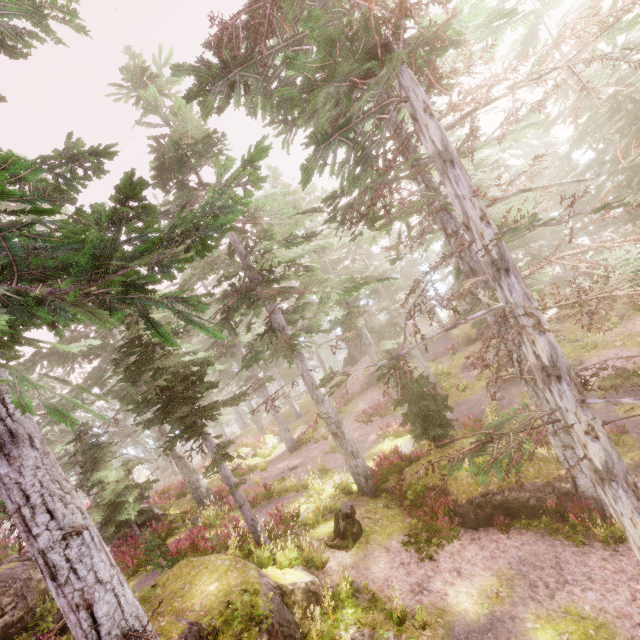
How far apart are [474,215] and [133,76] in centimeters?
1539cm

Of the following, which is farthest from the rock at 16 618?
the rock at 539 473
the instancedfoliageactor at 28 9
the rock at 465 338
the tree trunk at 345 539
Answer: the rock at 465 338

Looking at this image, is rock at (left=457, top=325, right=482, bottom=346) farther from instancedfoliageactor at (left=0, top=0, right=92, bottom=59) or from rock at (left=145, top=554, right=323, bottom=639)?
rock at (left=145, top=554, right=323, bottom=639)

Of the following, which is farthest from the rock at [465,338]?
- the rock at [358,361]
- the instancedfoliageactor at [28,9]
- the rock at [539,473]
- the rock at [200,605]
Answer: the rock at [200,605]

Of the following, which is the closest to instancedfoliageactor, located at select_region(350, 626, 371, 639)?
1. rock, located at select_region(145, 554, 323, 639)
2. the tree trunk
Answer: rock, located at select_region(145, 554, 323, 639)

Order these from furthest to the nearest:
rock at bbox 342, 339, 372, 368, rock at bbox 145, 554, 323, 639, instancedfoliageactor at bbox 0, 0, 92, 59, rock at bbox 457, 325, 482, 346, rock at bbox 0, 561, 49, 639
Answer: rock at bbox 342, 339, 372, 368, rock at bbox 457, 325, 482, 346, rock at bbox 0, 561, 49, 639, rock at bbox 145, 554, 323, 639, instancedfoliageactor at bbox 0, 0, 92, 59

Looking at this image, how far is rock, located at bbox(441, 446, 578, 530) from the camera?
10.68m

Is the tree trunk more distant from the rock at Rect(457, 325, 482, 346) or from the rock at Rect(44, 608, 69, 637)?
the rock at Rect(457, 325, 482, 346)
